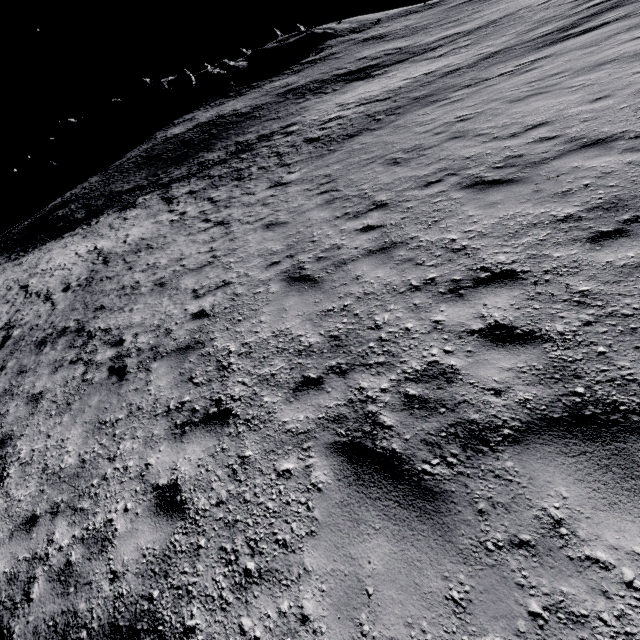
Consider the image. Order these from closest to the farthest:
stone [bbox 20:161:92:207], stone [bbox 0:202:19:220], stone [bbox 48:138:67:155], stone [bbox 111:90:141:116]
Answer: stone [bbox 20:161:92:207] → stone [bbox 0:202:19:220] → stone [bbox 48:138:67:155] → stone [bbox 111:90:141:116]

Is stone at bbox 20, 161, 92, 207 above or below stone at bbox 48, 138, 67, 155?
below

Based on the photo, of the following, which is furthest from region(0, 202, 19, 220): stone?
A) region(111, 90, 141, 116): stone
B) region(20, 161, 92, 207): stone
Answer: region(111, 90, 141, 116): stone

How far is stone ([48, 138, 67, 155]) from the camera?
58.8m

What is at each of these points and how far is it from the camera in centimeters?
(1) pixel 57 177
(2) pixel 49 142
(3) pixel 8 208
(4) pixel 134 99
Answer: (1) stone, 4941cm
(2) stone, 5931cm
(3) stone, 5016cm
(4) stone, 5972cm

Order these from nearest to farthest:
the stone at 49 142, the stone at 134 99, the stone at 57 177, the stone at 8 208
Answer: the stone at 57 177, the stone at 8 208, the stone at 49 142, the stone at 134 99

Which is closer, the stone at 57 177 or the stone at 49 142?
the stone at 57 177
